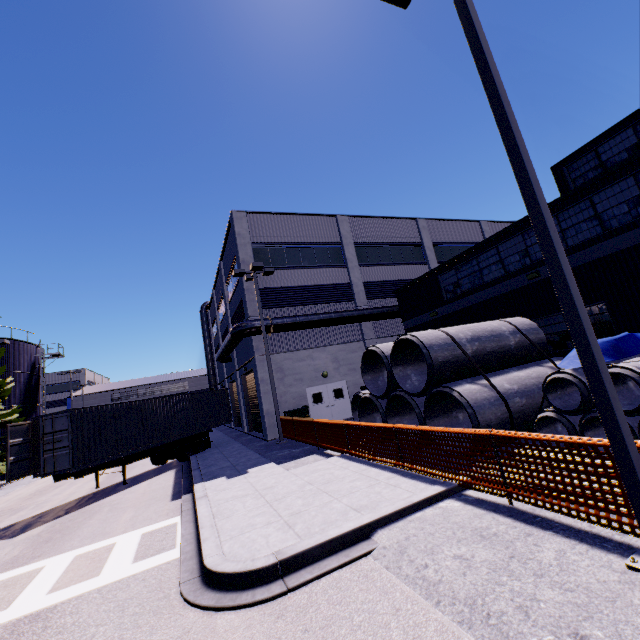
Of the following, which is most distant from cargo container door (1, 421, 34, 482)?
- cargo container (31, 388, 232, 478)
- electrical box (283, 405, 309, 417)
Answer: electrical box (283, 405, 309, 417)

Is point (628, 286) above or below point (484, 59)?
below

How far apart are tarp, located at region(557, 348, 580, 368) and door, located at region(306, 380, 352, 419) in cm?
1456

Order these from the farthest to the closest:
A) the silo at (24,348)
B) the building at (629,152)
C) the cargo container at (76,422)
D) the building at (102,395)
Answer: the building at (102,395)
the silo at (24,348)
the cargo container at (76,422)
the building at (629,152)

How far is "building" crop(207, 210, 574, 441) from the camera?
14.4 meters

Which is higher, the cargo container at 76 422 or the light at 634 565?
the cargo container at 76 422

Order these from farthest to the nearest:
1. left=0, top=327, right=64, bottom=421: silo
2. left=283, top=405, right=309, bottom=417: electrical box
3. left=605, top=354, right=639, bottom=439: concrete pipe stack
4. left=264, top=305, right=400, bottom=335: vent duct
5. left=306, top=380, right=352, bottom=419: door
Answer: left=0, top=327, right=64, bottom=421: silo → left=306, top=380, right=352, bottom=419: door → left=264, top=305, right=400, bottom=335: vent duct → left=283, top=405, right=309, bottom=417: electrical box → left=605, top=354, right=639, bottom=439: concrete pipe stack

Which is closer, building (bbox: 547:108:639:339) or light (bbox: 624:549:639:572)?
light (bbox: 624:549:639:572)
